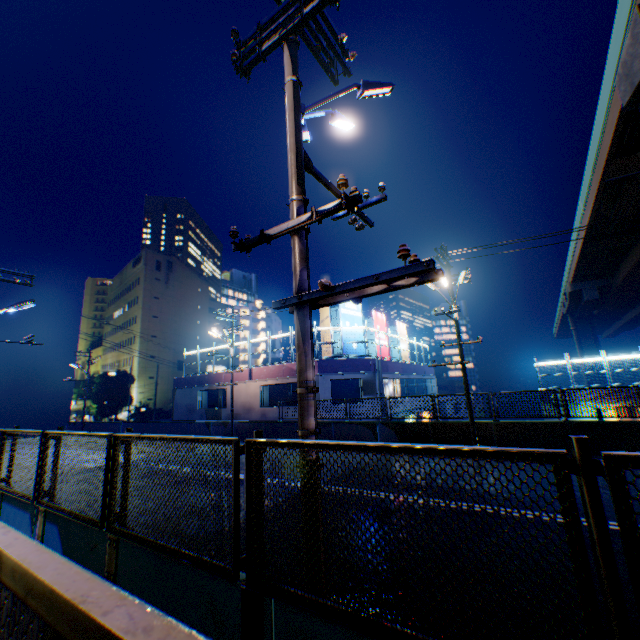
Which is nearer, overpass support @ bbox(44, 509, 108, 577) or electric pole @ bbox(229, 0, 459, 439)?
electric pole @ bbox(229, 0, 459, 439)

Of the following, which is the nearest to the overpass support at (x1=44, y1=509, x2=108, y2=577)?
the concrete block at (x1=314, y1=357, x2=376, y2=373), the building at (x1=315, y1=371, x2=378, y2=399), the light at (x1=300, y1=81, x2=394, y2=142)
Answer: the building at (x1=315, y1=371, x2=378, y2=399)

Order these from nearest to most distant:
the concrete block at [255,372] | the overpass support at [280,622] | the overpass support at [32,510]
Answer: the overpass support at [280,622]
the overpass support at [32,510]
the concrete block at [255,372]

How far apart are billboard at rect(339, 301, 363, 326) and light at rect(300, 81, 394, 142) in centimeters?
1740cm

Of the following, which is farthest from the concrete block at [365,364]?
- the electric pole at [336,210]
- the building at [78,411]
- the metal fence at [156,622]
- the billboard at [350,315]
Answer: the building at [78,411]

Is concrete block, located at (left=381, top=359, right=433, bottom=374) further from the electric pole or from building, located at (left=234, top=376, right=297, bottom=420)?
the electric pole

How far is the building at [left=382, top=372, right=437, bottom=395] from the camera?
25.6 meters

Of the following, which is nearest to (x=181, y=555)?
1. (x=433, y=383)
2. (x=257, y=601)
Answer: (x=257, y=601)
